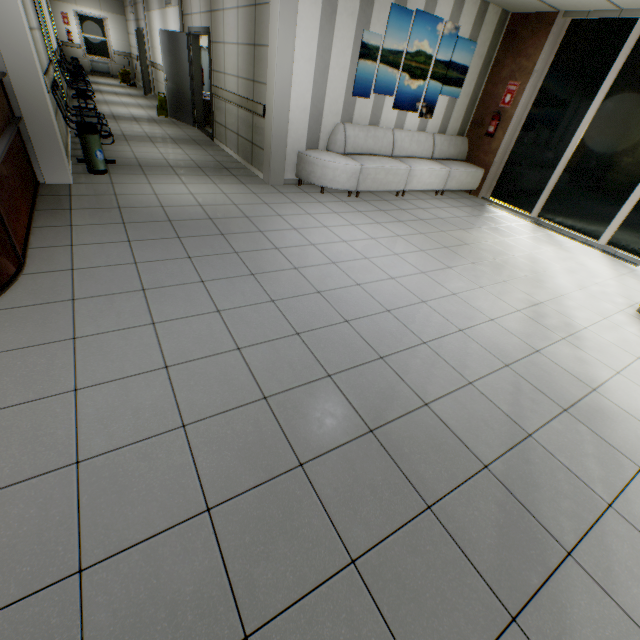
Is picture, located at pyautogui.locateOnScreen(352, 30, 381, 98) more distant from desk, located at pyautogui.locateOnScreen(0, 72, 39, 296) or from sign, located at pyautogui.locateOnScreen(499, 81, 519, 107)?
desk, located at pyautogui.locateOnScreen(0, 72, 39, 296)

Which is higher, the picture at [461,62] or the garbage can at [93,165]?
the picture at [461,62]

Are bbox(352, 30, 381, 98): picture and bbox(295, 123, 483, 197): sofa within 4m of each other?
yes

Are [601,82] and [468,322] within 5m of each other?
no

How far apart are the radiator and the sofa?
18.0 meters

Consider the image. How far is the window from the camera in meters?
15.8 m

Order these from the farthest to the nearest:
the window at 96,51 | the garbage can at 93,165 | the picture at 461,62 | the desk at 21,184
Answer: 1. the window at 96,51
2. the picture at 461,62
3. the garbage can at 93,165
4. the desk at 21,184

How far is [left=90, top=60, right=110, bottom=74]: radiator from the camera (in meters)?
16.19
